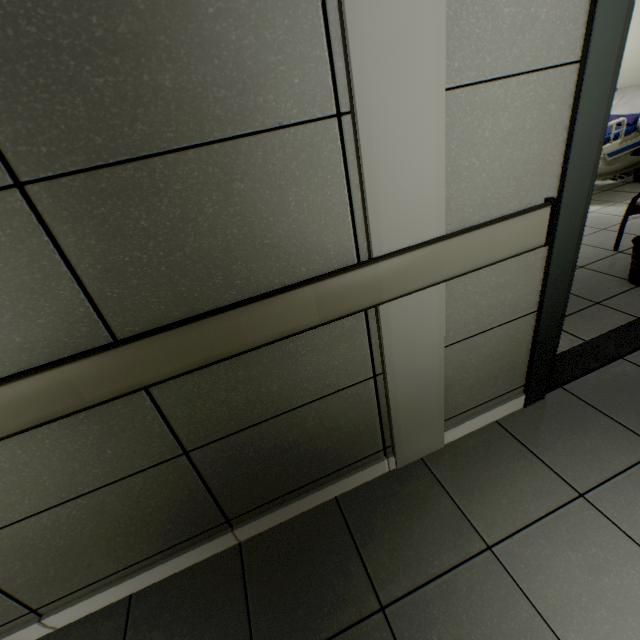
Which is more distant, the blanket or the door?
the blanket

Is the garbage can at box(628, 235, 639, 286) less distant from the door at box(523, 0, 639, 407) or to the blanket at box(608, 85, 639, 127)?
the door at box(523, 0, 639, 407)

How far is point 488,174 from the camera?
1.2 meters

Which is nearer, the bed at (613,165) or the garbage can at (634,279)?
the garbage can at (634,279)

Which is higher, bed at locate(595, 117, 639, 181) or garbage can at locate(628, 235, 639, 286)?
bed at locate(595, 117, 639, 181)

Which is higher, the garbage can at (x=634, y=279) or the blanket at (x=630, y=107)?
the blanket at (x=630, y=107)

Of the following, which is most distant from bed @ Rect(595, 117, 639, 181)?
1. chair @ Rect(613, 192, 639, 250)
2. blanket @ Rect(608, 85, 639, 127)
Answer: chair @ Rect(613, 192, 639, 250)

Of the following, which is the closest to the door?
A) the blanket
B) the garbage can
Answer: the garbage can
